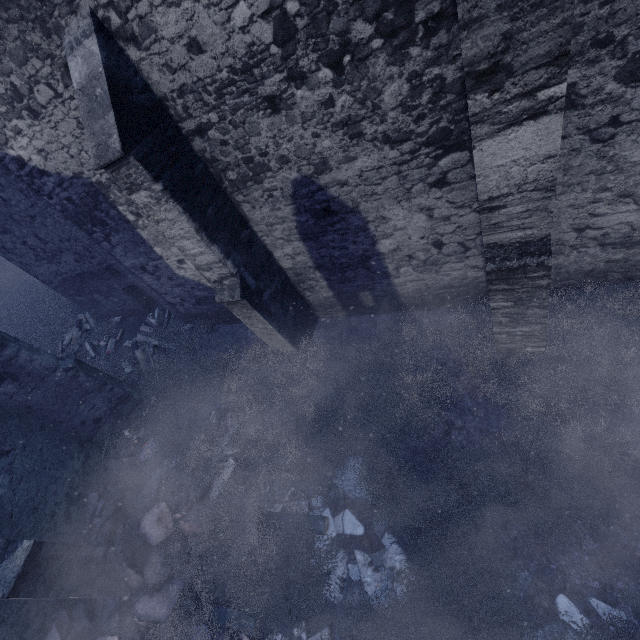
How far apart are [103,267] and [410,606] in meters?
11.0 m

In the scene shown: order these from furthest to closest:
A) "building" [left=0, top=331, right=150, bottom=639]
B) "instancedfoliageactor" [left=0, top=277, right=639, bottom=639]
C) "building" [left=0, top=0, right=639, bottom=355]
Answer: "building" [left=0, top=331, right=150, bottom=639], "instancedfoliageactor" [left=0, top=277, right=639, bottom=639], "building" [left=0, top=0, right=639, bottom=355]

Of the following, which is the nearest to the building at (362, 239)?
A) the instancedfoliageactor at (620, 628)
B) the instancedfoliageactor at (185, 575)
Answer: the instancedfoliageactor at (185, 575)

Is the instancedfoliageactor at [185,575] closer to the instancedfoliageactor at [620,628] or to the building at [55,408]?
the building at [55,408]

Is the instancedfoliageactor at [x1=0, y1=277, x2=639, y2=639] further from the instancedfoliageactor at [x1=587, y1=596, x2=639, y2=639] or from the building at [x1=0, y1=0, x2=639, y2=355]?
the instancedfoliageactor at [x1=587, y1=596, x2=639, y2=639]
